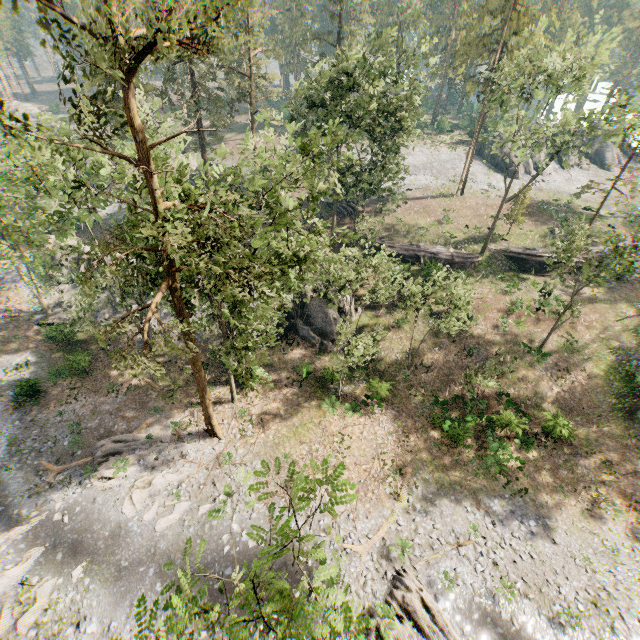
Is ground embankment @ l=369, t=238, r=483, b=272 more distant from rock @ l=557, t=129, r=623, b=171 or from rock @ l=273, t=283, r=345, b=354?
rock @ l=557, t=129, r=623, b=171

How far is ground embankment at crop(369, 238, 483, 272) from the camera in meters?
34.7 m

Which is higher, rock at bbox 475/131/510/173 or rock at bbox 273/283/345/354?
rock at bbox 475/131/510/173

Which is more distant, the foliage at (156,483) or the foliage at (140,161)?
the foliage at (156,483)

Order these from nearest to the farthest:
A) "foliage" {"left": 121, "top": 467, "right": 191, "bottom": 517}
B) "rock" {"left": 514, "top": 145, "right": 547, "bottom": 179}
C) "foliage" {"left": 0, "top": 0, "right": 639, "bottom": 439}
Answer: "foliage" {"left": 0, "top": 0, "right": 639, "bottom": 439}, "foliage" {"left": 121, "top": 467, "right": 191, "bottom": 517}, "rock" {"left": 514, "top": 145, "right": 547, "bottom": 179}

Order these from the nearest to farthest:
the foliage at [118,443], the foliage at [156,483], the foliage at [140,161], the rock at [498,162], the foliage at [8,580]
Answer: the foliage at [140,161], the foliage at [8,580], the foliage at [156,483], the foliage at [118,443], the rock at [498,162]

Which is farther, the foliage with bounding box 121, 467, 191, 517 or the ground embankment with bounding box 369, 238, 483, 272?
the ground embankment with bounding box 369, 238, 483, 272

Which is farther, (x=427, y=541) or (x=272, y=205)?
(x=427, y=541)
